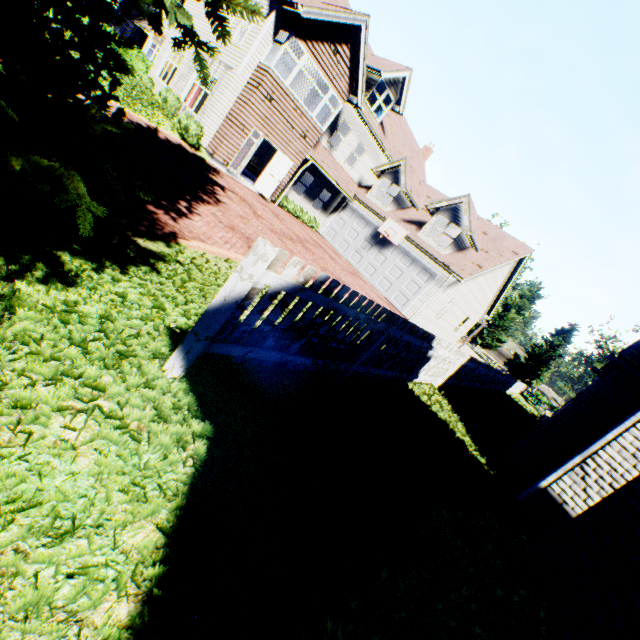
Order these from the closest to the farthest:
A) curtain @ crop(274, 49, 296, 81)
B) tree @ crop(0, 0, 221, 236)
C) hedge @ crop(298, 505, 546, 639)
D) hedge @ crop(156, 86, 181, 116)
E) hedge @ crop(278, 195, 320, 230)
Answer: hedge @ crop(298, 505, 546, 639)
tree @ crop(0, 0, 221, 236)
curtain @ crop(274, 49, 296, 81)
hedge @ crop(156, 86, 181, 116)
hedge @ crop(278, 195, 320, 230)

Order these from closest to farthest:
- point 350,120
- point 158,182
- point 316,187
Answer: point 158,182 → point 350,120 → point 316,187

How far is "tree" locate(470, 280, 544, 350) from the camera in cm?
4750

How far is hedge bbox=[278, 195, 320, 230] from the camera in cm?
1944

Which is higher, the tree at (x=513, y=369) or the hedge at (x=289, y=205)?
the tree at (x=513, y=369)

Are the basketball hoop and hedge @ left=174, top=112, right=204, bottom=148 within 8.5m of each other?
no

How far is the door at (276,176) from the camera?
16.4 meters

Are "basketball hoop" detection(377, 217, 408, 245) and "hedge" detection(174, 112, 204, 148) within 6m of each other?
no
